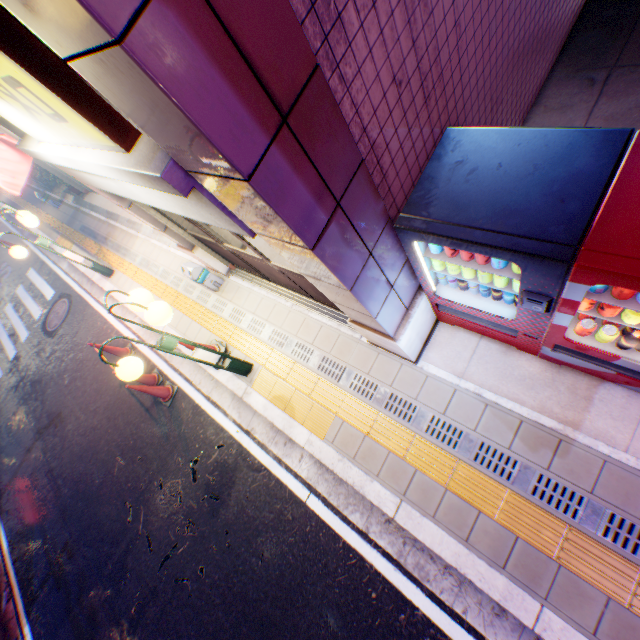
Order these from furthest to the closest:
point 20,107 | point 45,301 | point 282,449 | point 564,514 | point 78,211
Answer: point 78,211, point 45,301, point 282,449, point 564,514, point 20,107

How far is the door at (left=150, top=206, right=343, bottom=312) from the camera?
3.9 meters

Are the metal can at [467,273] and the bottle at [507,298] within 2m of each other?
yes

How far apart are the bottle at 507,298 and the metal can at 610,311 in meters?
0.4

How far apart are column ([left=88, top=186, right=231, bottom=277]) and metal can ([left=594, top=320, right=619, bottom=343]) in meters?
5.3

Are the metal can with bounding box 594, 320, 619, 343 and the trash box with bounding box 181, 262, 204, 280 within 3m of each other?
no

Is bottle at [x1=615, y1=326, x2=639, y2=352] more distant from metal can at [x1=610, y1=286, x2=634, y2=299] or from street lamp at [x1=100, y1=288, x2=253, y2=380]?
street lamp at [x1=100, y1=288, x2=253, y2=380]

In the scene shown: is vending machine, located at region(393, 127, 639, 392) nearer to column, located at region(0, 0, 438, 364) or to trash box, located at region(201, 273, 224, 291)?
column, located at region(0, 0, 438, 364)
